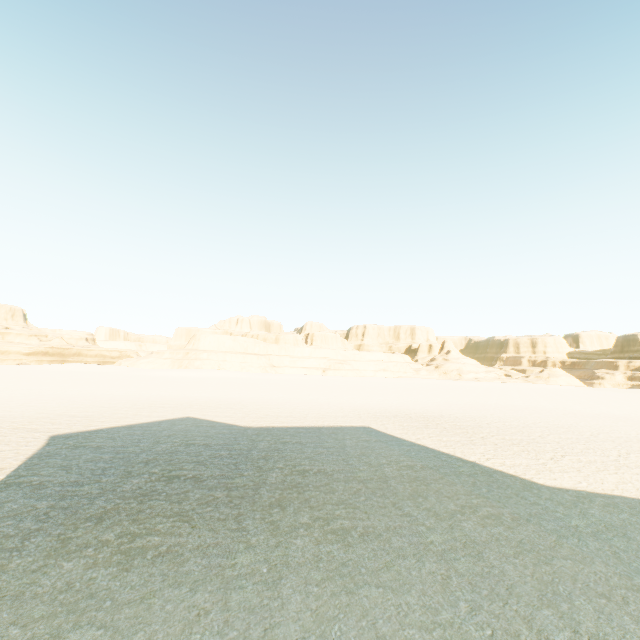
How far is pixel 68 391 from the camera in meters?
28.4 m
